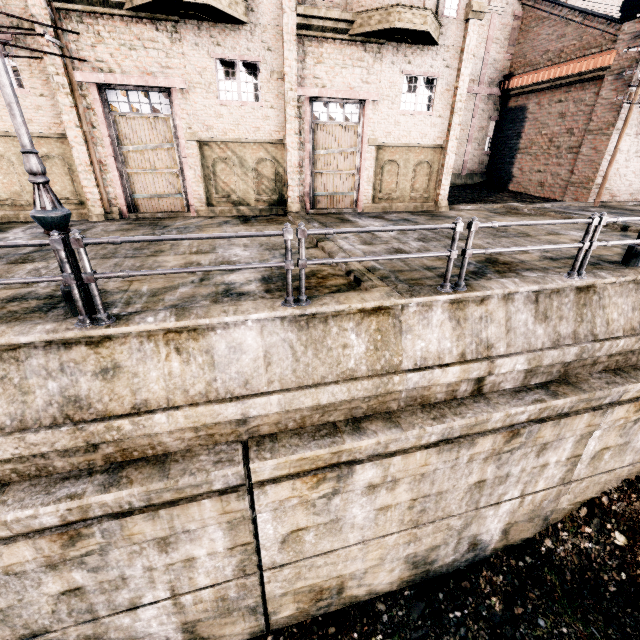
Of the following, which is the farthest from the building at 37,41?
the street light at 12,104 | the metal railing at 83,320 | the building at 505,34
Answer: the metal railing at 83,320

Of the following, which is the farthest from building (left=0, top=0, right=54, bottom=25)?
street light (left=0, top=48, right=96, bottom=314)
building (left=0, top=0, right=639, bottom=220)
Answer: street light (left=0, top=48, right=96, bottom=314)

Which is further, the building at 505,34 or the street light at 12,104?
the building at 505,34

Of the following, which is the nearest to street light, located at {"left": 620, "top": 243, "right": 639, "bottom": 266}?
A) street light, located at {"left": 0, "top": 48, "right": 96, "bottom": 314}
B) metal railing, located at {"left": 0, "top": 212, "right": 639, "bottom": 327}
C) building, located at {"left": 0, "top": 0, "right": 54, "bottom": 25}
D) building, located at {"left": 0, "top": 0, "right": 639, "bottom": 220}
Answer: metal railing, located at {"left": 0, "top": 212, "right": 639, "bottom": 327}

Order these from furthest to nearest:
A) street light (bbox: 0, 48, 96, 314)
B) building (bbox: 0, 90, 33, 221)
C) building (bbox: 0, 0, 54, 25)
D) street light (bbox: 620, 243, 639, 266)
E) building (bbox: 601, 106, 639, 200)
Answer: building (bbox: 601, 106, 639, 200) → building (bbox: 0, 90, 33, 221) → building (bbox: 0, 0, 54, 25) → street light (bbox: 620, 243, 639, 266) → street light (bbox: 0, 48, 96, 314)

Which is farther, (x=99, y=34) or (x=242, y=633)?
(x=99, y=34)

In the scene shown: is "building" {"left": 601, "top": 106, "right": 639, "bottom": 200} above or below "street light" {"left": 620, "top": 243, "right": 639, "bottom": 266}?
above

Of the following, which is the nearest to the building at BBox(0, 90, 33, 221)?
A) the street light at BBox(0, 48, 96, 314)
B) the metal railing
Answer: the street light at BBox(0, 48, 96, 314)
